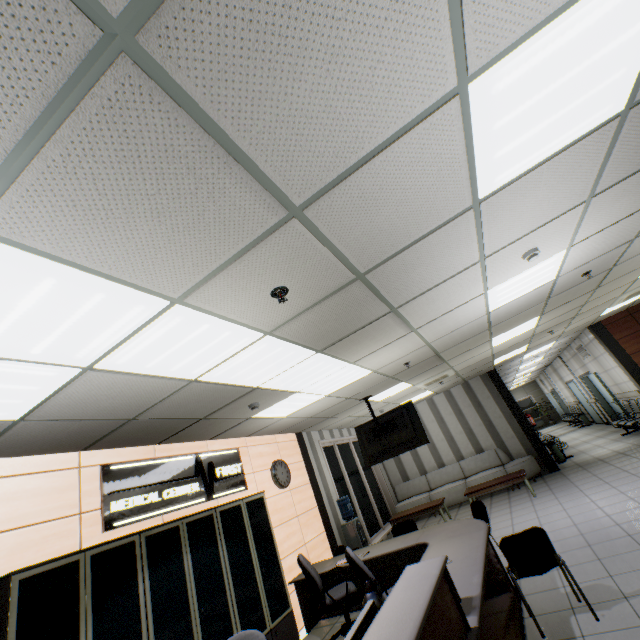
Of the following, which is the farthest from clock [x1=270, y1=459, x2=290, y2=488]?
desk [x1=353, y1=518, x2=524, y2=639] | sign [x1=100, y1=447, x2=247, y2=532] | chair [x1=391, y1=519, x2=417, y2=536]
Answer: chair [x1=391, y1=519, x2=417, y2=536]

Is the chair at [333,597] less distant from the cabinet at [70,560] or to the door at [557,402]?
the cabinet at [70,560]

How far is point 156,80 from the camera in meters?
1.1 m

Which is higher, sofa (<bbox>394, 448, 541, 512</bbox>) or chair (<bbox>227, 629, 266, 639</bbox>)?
chair (<bbox>227, 629, 266, 639</bbox>)

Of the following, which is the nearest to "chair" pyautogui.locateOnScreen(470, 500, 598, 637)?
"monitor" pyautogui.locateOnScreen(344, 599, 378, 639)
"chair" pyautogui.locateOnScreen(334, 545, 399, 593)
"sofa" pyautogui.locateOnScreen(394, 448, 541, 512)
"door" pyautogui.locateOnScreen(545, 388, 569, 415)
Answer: "chair" pyautogui.locateOnScreen(334, 545, 399, 593)

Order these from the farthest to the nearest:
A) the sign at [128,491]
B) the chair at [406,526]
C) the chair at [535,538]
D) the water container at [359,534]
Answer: the water container at [359,534]
the chair at [406,526]
the sign at [128,491]
the chair at [535,538]

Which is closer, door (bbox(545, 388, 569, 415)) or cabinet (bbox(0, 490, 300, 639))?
cabinet (bbox(0, 490, 300, 639))

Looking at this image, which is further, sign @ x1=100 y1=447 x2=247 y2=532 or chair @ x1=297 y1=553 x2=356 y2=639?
chair @ x1=297 y1=553 x2=356 y2=639
